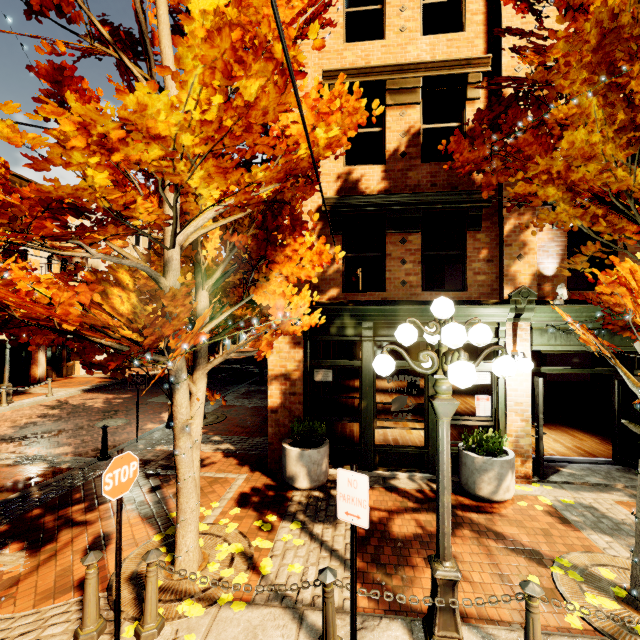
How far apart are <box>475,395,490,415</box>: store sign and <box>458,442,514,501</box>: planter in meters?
0.5

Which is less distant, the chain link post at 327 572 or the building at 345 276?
the chain link post at 327 572

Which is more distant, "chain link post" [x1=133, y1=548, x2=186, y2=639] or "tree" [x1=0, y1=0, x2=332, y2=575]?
"chain link post" [x1=133, y1=548, x2=186, y2=639]

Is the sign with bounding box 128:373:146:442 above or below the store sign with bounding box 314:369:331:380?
below

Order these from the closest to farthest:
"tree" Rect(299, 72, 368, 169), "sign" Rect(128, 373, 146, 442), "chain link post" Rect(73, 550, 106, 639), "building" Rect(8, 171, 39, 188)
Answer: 1. "tree" Rect(299, 72, 368, 169)
2. "chain link post" Rect(73, 550, 106, 639)
3. "sign" Rect(128, 373, 146, 442)
4. "building" Rect(8, 171, 39, 188)

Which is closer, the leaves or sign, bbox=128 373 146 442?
the leaves

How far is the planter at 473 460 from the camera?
6.1 meters

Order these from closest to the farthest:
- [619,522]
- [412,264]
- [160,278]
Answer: [160,278] < [619,522] < [412,264]
